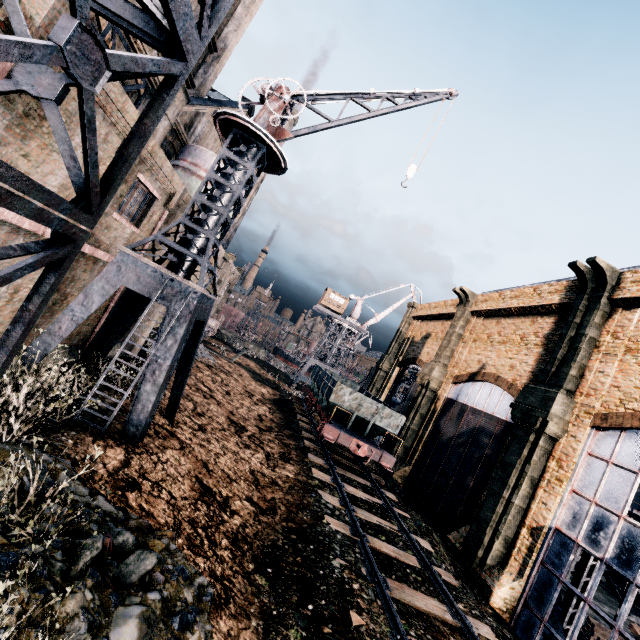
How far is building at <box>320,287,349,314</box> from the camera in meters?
58.5 m

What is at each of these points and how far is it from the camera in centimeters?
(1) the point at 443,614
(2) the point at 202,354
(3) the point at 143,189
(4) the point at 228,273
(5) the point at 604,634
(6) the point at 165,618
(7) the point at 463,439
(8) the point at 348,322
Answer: (1) railway, 939cm
(2) wood pile, 3198cm
(3) building, 1302cm
(4) building, 5578cm
(5) wood pile, 1811cm
(6) stone debris, 484cm
(7) building, 2258cm
(8) crane, 5872cm

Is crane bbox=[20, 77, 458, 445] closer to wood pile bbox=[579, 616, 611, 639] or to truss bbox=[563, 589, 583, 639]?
truss bbox=[563, 589, 583, 639]

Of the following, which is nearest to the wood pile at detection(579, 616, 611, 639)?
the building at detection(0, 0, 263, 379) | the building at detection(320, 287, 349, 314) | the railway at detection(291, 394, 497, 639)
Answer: the building at detection(0, 0, 263, 379)

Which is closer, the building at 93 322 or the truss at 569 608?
the building at 93 322

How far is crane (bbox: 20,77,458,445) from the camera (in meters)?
9.96

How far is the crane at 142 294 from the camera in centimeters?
996cm

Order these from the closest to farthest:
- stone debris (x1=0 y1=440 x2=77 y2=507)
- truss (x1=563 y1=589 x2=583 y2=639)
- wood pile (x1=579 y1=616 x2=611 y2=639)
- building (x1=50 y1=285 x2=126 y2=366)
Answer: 1. stone debris (x1=0 y1=440 x2=77 y2=507)
2. building (x1=50 y1=285 x2=126 y2=366)
3. truss (x1=563 y1=589 x2=583 y2=639)
4. wood pile (x1=579 y1=616 x2=611 y2=639)
